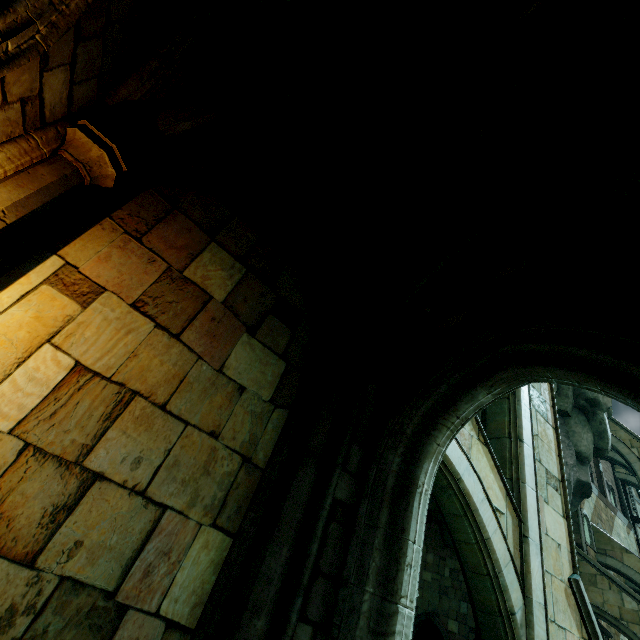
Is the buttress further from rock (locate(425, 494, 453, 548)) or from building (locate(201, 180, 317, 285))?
rock (locate(425, 494, 453, 548))

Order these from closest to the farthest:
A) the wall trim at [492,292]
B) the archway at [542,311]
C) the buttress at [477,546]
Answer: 1. the archway at [542,311]
2. the wall trim at [492,292]
3. the buttress at [477,546]

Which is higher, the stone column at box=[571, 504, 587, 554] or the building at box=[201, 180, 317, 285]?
the stone column at box=[571, 504, 587, 554]

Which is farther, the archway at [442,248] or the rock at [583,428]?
the rock at [583,428]

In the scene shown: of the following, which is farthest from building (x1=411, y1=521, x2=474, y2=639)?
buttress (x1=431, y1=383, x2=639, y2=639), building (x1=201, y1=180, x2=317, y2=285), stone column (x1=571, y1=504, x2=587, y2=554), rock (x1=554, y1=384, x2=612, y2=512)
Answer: building (x1=201, y1=180, x2=317, y2=285)

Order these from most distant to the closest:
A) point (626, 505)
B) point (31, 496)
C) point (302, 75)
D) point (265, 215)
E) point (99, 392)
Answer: point (626, 505)
point (265, 215)
point (302, 75)
point (99, 392)
point (31, 496)

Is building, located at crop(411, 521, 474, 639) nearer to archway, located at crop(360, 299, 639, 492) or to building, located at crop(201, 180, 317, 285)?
building, located at crop(201, 180, 317, 285)

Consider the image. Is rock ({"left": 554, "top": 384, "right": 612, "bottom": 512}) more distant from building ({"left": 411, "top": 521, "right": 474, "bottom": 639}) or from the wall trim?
the wall trim
